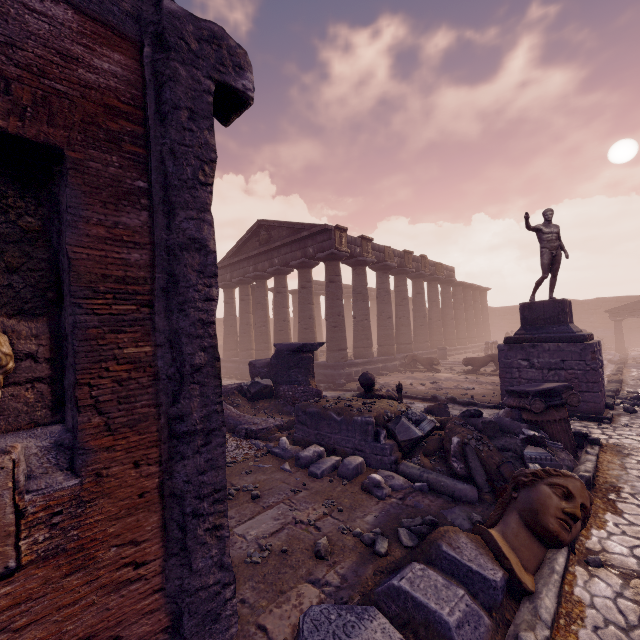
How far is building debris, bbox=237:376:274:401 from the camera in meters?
10.2

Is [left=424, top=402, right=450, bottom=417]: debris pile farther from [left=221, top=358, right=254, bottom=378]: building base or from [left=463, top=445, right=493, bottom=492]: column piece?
[left=221, top=358, right=254, bottom=378]: building base

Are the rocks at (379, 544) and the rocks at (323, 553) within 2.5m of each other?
yes

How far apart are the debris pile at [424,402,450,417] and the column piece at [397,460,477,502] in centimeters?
0cm

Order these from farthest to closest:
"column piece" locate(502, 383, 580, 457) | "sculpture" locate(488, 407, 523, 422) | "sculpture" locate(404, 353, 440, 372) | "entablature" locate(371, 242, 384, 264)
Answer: "entablature" locate(371, 242, 384, 264) < "sculpture" locate(404, 353, 440, 372) < "sculpture" locate(488, 407, 523, 422) < "column piece" locate(502, 383, 580, 457)

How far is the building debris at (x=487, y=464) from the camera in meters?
4.7

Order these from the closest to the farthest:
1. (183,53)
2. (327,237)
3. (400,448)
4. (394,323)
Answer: (183,53)
(400,448)
(327,237)
(394,323)

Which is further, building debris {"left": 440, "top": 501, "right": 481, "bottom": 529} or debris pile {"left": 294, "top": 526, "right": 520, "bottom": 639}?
building debris {"left": 440, "top": 501, "right": 481, "bottom": 529}
